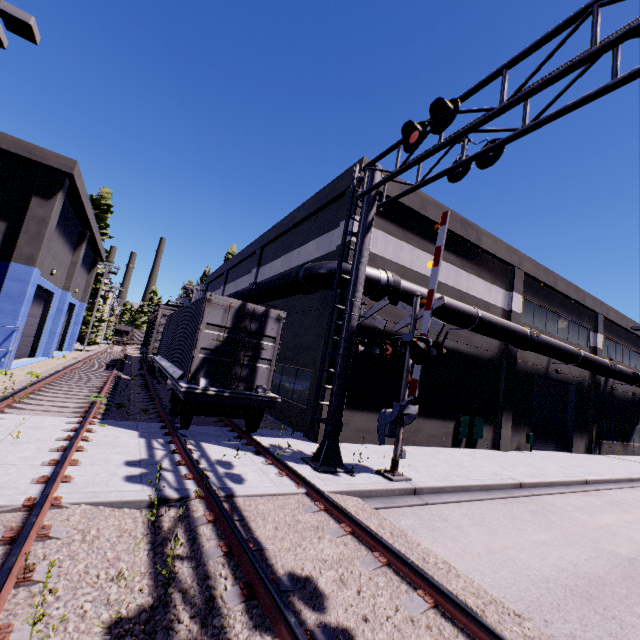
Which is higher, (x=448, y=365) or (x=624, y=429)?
(x=448, y=365)

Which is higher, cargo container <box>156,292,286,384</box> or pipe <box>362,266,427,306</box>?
pipe <box>362,266,427,306</box>

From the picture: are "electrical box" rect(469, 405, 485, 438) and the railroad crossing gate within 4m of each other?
no

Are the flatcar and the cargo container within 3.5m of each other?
yes

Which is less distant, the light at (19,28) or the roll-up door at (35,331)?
the light at (19,28)

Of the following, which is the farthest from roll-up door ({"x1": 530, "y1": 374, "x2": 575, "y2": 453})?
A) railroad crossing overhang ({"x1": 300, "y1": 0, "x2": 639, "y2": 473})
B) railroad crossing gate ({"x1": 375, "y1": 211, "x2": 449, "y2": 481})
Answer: railroad crossing overhang ({"x1": 300, "y1": 0, "x2": 639, "y2": 473})

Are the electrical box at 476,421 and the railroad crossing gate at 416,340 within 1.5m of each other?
no

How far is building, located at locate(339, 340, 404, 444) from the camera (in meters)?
12.05
